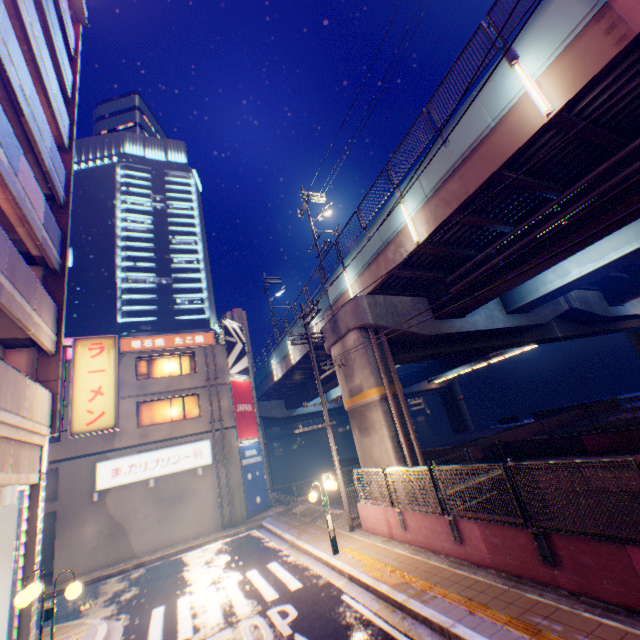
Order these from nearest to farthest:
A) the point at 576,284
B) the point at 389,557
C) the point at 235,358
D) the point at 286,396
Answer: the point at 389,557, the point at 576,284, the point at 235,358, the point at 286,396

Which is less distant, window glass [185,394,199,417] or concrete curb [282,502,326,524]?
concrete curb [282,502,326,524]

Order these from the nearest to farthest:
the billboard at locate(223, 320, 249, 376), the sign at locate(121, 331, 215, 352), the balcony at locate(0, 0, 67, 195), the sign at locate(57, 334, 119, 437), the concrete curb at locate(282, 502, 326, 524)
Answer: the balcony at locate(0, 0, 67, 195), the sign at locate(57, 334, 119, 437), the concrete curb at locate(282, 502, 326, 524), the sign at locate(121, 331, 215, 352), the billboard at locate(223, 320, 249, 376)

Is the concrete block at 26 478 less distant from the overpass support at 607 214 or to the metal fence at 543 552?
the metal fence at 543 552

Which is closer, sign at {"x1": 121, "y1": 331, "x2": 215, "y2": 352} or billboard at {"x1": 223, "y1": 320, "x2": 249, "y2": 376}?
sign at {"x1": 121, "y1": 331, "x2": 215, "y2": 352}

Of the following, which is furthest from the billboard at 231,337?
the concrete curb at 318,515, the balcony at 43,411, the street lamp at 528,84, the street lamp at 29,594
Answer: the street lamp at 528,84

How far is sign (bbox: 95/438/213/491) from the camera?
18.03m

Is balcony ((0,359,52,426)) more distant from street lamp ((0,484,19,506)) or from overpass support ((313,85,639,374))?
overpass support ((313,85,639,374))
